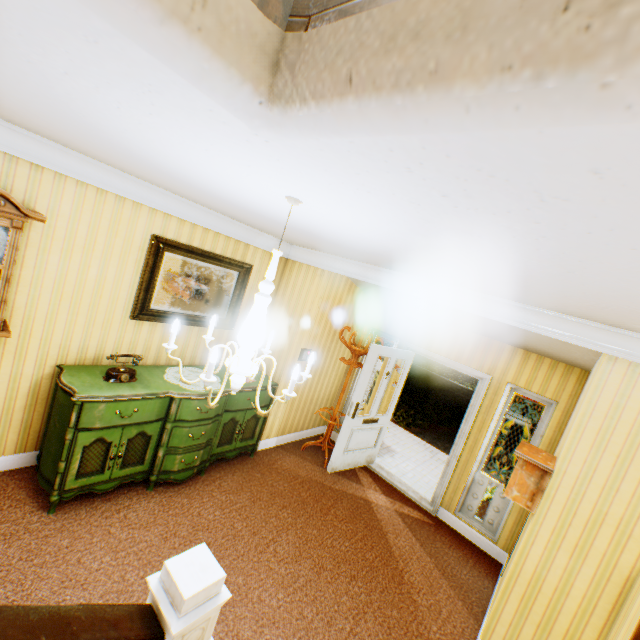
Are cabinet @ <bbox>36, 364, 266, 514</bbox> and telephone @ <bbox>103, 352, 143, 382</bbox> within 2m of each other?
yes

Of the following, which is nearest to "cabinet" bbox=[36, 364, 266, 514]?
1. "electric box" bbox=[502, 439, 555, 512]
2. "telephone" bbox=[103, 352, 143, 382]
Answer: "telephone" bbox=[103, 352, 143, 382]

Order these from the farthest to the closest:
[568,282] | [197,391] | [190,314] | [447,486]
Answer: [447,486], [190,314], [197,391], [568,282]

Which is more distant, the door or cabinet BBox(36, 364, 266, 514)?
the door

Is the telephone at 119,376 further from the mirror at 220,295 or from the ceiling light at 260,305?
the ceiling light at 260,305

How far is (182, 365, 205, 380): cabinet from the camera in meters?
3.9

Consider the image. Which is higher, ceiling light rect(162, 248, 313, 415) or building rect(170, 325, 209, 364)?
ceiling light rect(162, 248, 313, 415)

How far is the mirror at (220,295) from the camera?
3.6m
